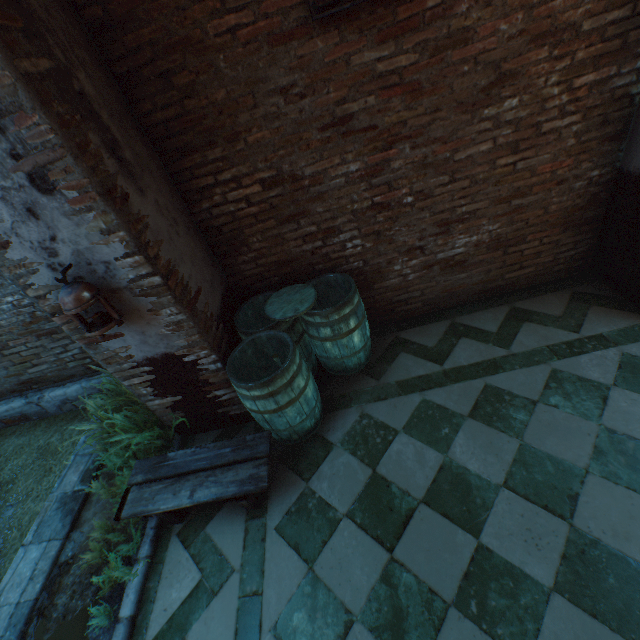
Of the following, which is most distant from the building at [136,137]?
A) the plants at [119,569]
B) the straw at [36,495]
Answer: the plants at [119,569]

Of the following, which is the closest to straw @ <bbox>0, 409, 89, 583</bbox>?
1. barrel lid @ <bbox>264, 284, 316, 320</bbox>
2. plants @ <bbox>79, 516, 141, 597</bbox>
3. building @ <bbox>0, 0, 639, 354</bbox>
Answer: building @ <bbox>0, 0, 639, 354</bbox>

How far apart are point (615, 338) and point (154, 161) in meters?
4.5

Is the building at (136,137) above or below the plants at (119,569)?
above

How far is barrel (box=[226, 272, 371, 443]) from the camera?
2.7m

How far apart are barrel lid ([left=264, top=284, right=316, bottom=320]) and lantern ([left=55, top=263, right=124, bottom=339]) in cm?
125

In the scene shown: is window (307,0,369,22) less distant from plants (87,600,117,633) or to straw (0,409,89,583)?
plants (87,600,117,633)

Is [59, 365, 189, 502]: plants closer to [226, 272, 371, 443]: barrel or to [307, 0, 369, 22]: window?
[226, 272, 371, 443]: barrel
